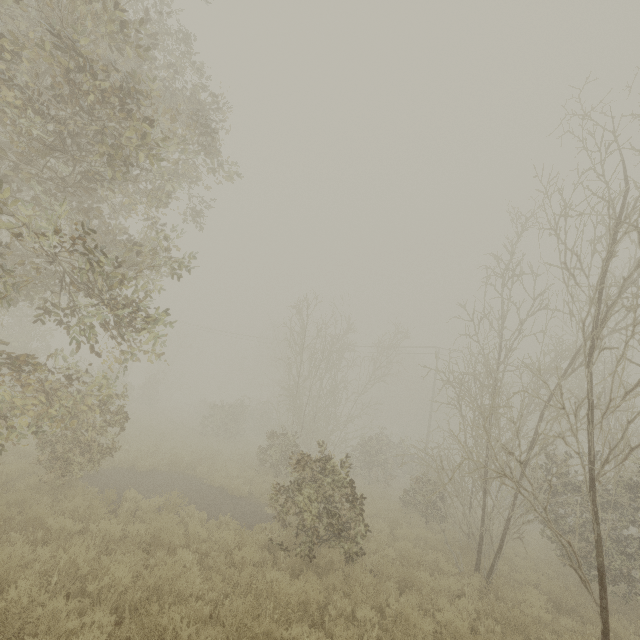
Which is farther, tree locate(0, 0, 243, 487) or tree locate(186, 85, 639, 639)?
tree locate(186, 85, 639, 639)

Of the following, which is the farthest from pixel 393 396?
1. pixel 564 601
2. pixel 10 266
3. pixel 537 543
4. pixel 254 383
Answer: pixel 10 266

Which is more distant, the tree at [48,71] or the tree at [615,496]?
the tree at [615,496]
